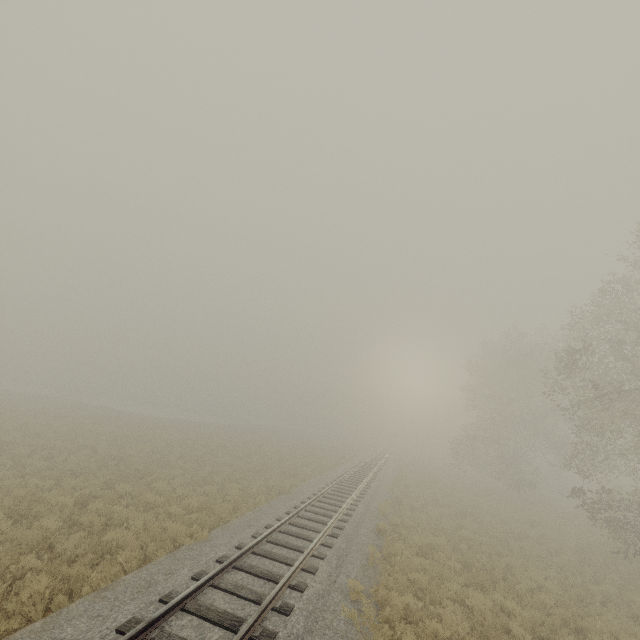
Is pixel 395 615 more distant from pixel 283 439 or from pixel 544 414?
pixel 283 439
